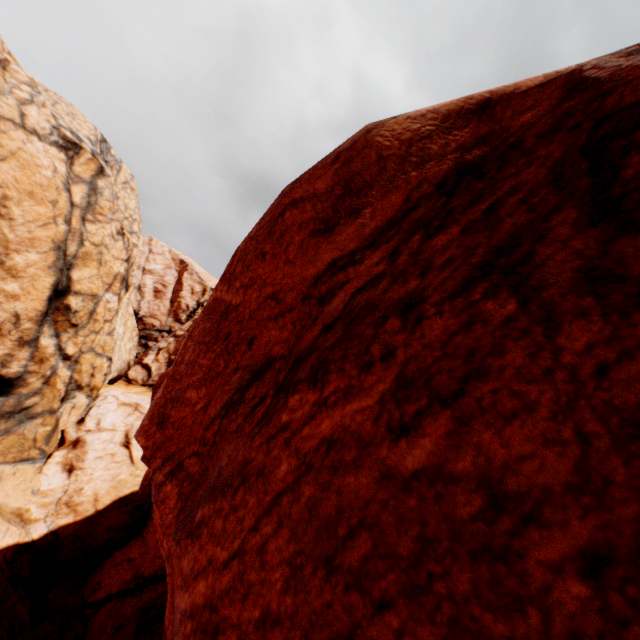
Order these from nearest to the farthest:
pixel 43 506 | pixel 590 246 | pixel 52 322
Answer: pixel 590 246 < pixel 43 506 < pixel 52 322
